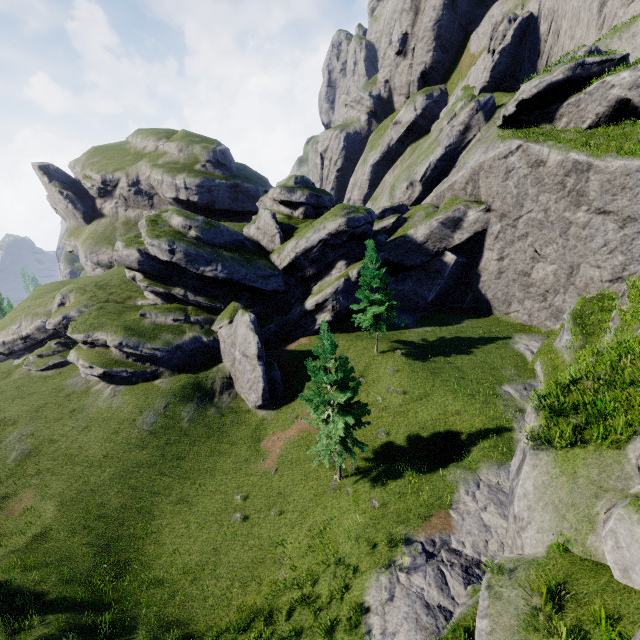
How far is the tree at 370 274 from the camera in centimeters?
2766cm

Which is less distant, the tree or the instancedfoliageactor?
the instancedfoliageactor

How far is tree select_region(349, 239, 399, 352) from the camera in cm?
2766

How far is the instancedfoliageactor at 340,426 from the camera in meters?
17.1

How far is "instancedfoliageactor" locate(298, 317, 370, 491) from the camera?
17.1 meters

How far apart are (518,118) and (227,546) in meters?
44.6 m
